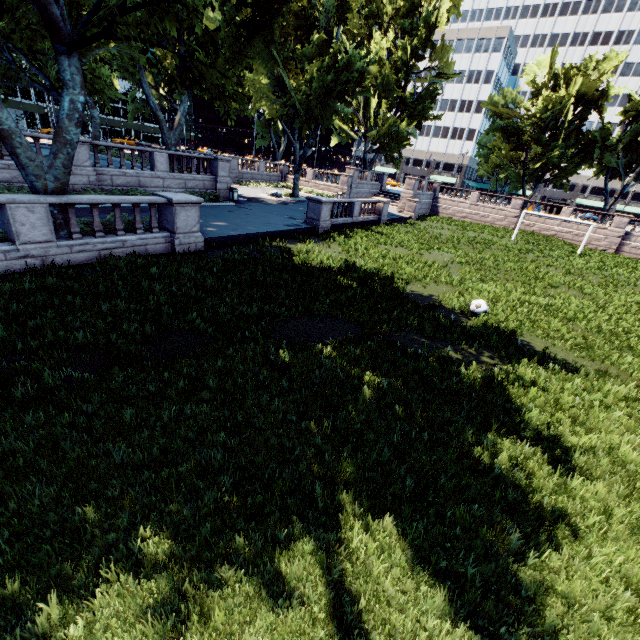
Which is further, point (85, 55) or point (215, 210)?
point (215, 210)

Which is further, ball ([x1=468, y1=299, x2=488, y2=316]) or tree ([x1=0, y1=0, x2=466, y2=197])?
ball ([x1=468, y1=299, x2=488, y2=316])

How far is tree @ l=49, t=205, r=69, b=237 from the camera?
10.5m

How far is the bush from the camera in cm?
1156

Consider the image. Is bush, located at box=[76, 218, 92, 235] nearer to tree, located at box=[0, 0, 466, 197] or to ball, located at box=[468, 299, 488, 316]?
tree, located at box=[0, 0, 466, 197]

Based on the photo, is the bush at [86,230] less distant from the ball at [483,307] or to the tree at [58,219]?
the tree at [58,219]

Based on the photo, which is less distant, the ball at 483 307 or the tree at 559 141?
the ball at 483 307
